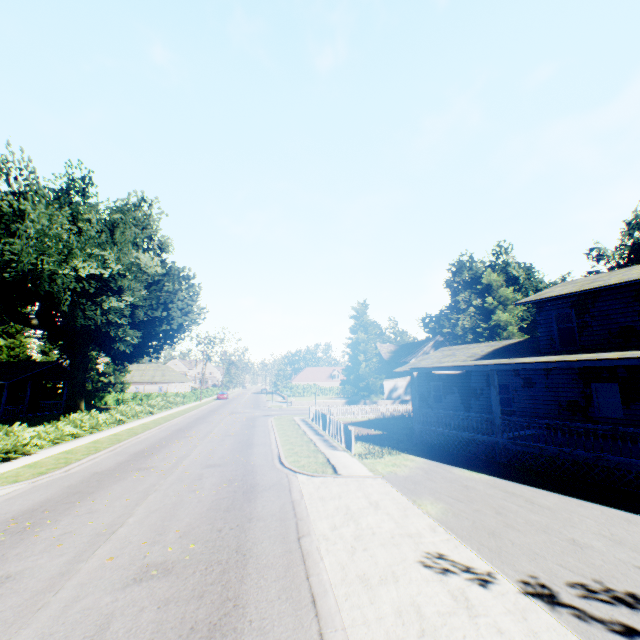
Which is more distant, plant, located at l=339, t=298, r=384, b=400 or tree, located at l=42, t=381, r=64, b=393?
tree, located at l=42, t=381, r=64, b=393

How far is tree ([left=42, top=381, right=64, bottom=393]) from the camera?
A: 47.8 meters

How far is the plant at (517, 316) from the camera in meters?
34.6

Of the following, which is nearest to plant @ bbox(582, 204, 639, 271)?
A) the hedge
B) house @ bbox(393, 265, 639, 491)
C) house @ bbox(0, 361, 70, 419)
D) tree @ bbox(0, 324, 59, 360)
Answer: house @ bbox(393, 265, 639, 491)

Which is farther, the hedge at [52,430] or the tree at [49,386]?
the tree at [49,386]

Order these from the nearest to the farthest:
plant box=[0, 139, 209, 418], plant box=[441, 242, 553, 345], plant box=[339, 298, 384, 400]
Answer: plant box=[0, 139, 209, 418], plant box=[441, 242, 553, 345], plant box=[339, 298, 384, 400]

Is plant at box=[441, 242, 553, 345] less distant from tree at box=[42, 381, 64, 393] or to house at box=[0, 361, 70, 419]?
tree at box=[42, 381, 64, 393]

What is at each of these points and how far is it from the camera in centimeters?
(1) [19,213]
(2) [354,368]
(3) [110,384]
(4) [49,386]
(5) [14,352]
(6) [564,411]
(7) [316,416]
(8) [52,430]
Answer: (1) plant, 2458cm
(2) plant, 4884cm
(3) tree, 4962cm
(4) tree, 4784cm
(5) tree, 4791cm
(6) house, 1672cm
(7) fence, 2645cm
(8) hedge, 1816cm
